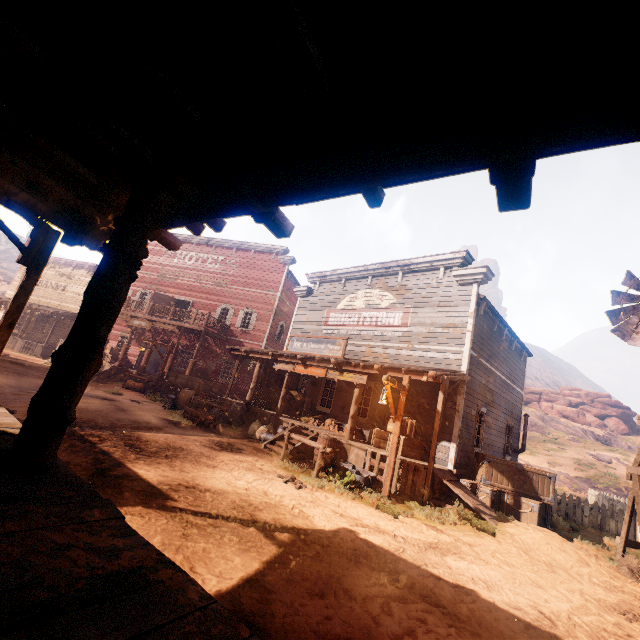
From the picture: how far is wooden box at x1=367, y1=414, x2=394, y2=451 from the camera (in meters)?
10.91

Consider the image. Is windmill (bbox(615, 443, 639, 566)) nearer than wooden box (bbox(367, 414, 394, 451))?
Yes

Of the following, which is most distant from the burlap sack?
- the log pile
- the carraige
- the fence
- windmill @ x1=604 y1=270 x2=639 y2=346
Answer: the fence

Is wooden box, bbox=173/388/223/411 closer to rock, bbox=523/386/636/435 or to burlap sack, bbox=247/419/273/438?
burlap sack, bbox=247/419/273/438

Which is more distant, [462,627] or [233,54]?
[462,627]

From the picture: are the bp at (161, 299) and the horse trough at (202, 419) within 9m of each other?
no

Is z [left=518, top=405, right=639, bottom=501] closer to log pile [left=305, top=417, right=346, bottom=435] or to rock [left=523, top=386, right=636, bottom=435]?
rock [left=523, top=386, right=636, bottom=435]

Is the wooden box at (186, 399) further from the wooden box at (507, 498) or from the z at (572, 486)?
the wooden box at (507, 498)
